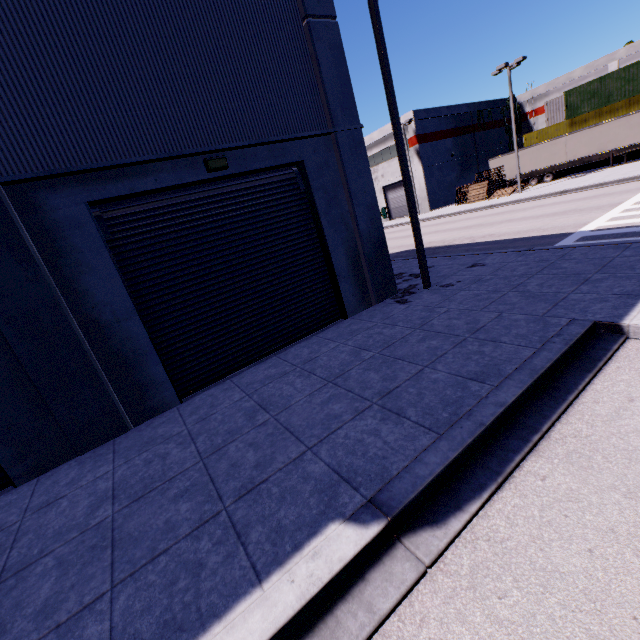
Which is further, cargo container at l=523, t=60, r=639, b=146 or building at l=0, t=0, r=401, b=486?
cargo container at l=523, t=60, r=639, b=146

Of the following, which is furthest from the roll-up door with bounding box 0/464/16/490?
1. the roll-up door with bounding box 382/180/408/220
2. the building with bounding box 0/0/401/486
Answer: the roll-up door with bounding box 382/180/408/220

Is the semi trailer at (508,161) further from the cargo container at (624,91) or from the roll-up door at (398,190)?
the roll-up door at (398,190)

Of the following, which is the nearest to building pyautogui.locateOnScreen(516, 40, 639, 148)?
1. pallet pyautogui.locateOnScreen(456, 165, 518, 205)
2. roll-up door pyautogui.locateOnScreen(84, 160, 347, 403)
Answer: roll-up door pyautogui.locateOnScreen(84, 160, 347, 403)

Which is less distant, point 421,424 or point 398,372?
point 421,424

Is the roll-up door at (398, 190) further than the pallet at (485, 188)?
Yes

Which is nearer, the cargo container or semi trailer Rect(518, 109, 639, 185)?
semi trailer Rect(518, 109, 639, 185)

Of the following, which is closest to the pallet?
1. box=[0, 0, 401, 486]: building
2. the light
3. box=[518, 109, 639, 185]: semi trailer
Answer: box=[518, 109, 639, 185]: semi trailer
